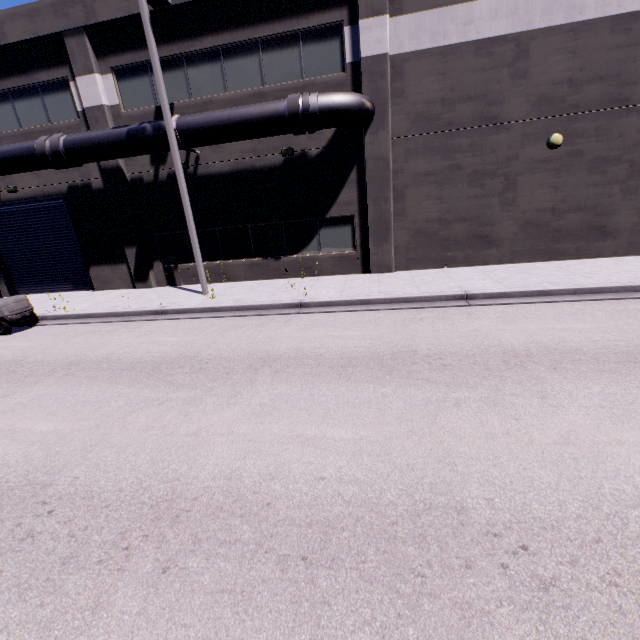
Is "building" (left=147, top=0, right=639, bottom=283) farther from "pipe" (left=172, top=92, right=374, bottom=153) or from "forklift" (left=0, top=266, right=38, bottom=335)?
"forklift" (left=0, top=266, right=38, bottom=335)

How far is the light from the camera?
10.88m

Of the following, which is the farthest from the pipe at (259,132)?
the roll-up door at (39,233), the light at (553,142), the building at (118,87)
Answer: the light at (553,142)

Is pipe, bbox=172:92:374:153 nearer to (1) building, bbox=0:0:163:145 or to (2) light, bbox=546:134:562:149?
(1) building, bbox=0:0:163:145

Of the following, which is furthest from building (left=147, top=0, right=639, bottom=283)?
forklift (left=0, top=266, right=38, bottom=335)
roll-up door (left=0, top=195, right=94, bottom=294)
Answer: forklift (left=0, top=266, right=38, bottom=335)

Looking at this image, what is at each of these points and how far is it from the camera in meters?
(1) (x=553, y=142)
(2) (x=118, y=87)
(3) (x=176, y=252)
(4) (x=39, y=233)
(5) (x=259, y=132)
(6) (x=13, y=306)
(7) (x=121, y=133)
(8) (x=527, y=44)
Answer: (1) light, 10.9
(2) building, 12.7
(3) building, 14.7
(4) roll-up door, 15.6
(5) pipe, 11.2
(6) forklift, 10.8
(7) pipe, 11.8
(8) building, 10.3

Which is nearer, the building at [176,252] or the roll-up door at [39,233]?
the building at [176,252]

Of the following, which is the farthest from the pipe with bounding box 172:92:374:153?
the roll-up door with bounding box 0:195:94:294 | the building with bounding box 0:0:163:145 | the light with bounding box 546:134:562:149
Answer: the light with bounding box 546:134:562:149
